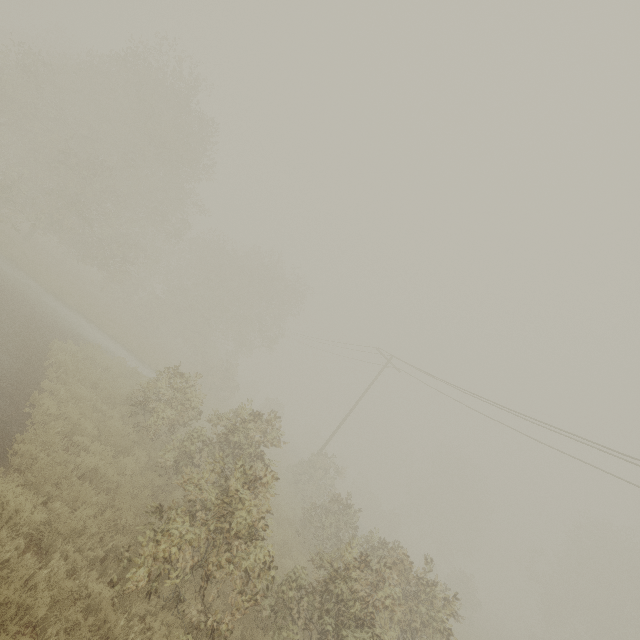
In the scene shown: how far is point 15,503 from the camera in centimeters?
521cm
